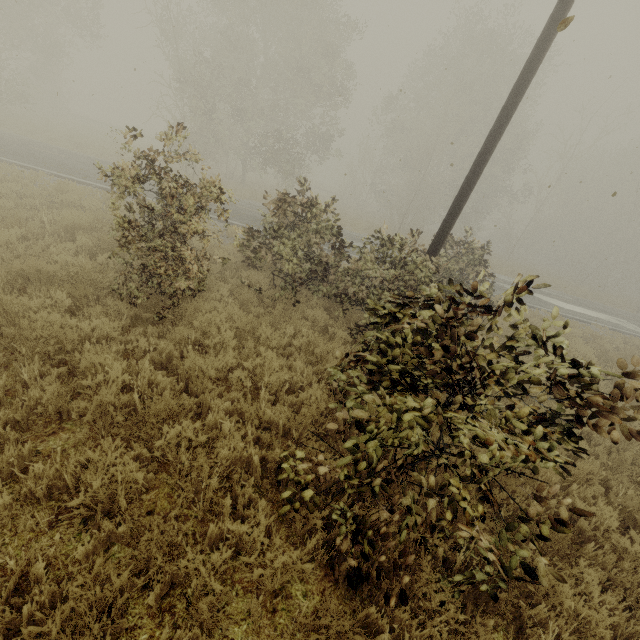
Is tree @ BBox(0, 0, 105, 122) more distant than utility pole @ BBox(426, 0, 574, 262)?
Yes

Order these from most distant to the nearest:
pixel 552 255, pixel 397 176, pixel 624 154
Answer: pixel 552 255 < pixel 624 154 < pixel 397 176

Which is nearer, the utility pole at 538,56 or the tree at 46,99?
the utility pole at 538,56
